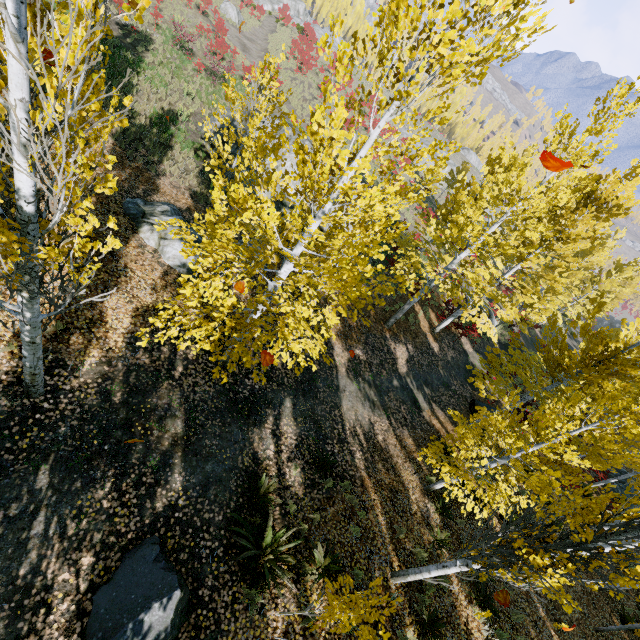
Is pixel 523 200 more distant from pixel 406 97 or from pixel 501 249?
pixel 406 97

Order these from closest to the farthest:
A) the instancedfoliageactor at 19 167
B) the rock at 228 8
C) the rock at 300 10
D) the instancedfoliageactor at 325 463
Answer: the instancedfoliageactor at 19 167 < the instancedfoliageactor at 325 463 < the rock at 228 8 < the rock at 300 10

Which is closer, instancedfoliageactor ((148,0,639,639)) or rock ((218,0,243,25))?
instancedfoliageactor ((148,0,639,639))

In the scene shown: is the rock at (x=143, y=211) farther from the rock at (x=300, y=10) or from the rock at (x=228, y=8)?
the rock at (x=228, y=8)

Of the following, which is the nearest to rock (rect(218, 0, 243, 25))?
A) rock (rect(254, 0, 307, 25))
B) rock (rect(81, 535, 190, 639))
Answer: rock (rect(254, 0, 307, 25))

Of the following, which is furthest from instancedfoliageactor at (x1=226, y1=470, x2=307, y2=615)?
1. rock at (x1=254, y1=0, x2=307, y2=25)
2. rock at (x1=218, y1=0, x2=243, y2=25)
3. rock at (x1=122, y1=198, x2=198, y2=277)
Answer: rock at (x1=218, y1=0, x2=243, y2=25)

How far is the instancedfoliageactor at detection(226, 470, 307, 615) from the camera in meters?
5.6
